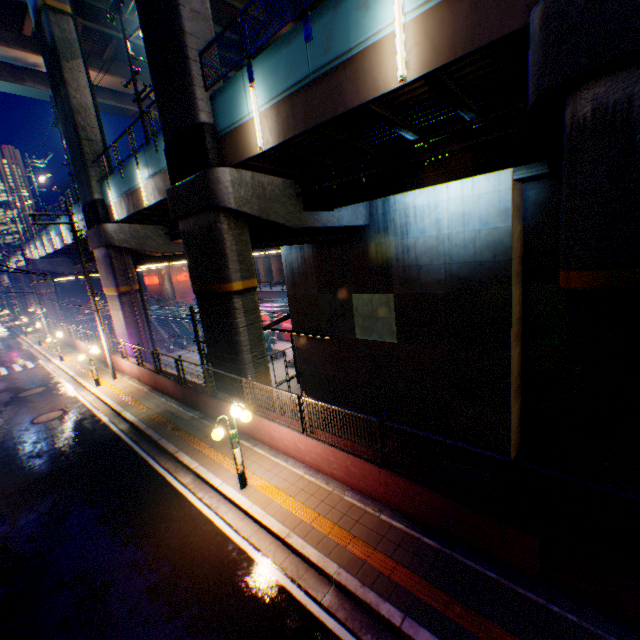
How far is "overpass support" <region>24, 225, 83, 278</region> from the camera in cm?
3161

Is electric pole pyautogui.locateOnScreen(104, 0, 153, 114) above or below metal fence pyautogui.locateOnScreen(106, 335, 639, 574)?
above

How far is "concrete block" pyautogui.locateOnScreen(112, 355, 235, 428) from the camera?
11.87m

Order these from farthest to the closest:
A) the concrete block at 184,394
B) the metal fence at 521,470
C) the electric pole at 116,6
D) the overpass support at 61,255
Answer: the overpass support at 61,255, the electric pole at 116,6, the concrete block at 184,394, the metal fence at 521,470

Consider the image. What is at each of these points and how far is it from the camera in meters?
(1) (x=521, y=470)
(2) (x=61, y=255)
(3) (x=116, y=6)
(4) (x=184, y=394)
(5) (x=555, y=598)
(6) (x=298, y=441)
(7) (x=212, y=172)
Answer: (1) metal fence, 5.1 m
(2) overpass support, 40.9 m
(3) electric pole, 15.5 m
(4) concrete block, 14.0 m
(5) concrete curb, 5.2 m
(6) concrete block, 9.1 m
(7) overpass support, 11.5 m

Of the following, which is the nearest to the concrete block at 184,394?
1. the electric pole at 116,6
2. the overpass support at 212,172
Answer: the overpass support at 212,172

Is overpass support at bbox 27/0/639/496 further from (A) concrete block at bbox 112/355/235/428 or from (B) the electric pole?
(A) concrete block at bbox 112/355/235/428

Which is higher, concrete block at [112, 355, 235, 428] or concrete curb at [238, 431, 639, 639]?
concrete block at [112, 355, 235, 428]
